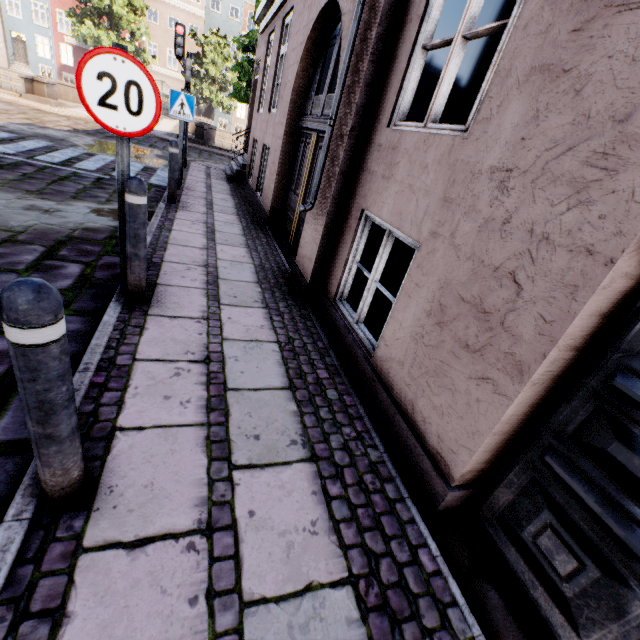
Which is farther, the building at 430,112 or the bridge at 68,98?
the bridge at 68,98

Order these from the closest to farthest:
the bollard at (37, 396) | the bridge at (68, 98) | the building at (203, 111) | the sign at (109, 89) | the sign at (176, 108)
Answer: the bollard at (37, 396) < the sign at (109, 89) < the sign at (176, 108) < the bridge at (68, 98) < the building at (203, 111)

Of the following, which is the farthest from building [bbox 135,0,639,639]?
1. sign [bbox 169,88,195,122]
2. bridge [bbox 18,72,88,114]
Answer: bridge [bbox 18,72,88,114]

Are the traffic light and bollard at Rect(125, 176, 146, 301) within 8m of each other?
no

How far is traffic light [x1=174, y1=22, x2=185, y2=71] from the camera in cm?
859

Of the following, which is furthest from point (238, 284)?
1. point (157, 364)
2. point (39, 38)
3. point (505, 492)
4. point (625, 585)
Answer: point (39, 38)

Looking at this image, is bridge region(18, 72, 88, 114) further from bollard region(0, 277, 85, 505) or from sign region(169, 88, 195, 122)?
bollard region(0, 277, 85, 505)

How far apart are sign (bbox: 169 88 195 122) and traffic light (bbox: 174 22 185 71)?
3.59m
